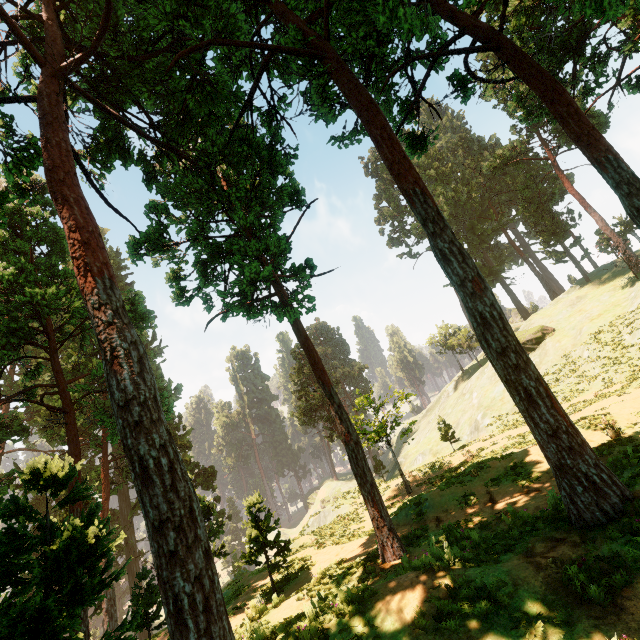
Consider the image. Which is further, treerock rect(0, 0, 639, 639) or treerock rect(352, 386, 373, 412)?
treerock rect(352, 386, 373, 412)

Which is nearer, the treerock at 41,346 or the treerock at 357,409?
the treerock at 41,346

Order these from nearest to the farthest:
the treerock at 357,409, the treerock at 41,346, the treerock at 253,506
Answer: the treerock at 41,346 → the treerock at 253,506 → the treerock at 357,409

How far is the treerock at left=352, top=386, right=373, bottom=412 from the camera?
25.06m

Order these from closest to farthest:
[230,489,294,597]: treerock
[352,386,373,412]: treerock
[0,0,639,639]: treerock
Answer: [0,0,639,639]: treerock, [230,489,294,597]: treerock, [352,386,373,412]: treerock

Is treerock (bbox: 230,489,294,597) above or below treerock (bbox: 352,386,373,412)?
below

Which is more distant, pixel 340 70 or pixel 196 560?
pixel 340 70
